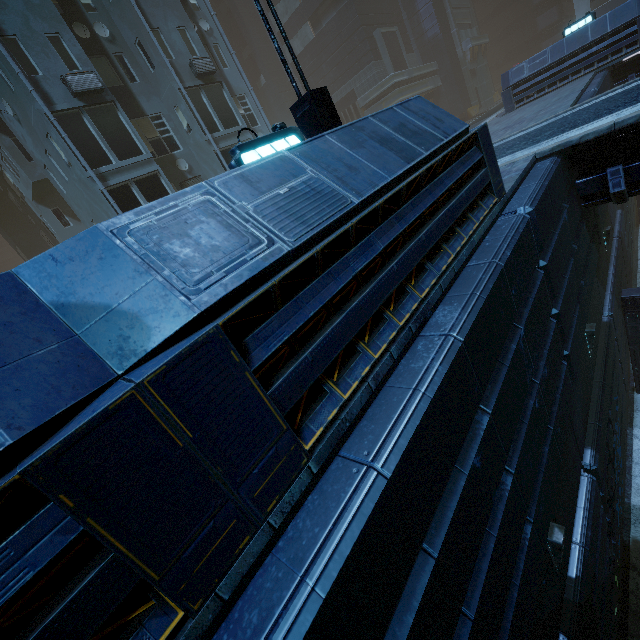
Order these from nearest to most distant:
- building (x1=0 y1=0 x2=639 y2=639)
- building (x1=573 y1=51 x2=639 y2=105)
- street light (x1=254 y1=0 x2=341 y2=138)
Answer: building (x1=0 y1=0 x2=639 y2=639), street light (x1=254 y1=0 x2=341 y2=138), building (x1=573 y1=51 x2=639 y2=105)

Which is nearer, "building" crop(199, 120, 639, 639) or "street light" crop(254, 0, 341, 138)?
"building" crop(199, 120, 639, 639)

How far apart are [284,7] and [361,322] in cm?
4112

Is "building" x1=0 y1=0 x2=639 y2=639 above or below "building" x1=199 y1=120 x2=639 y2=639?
above

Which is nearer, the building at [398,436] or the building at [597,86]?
the building at [398,436]

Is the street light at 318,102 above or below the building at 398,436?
above
